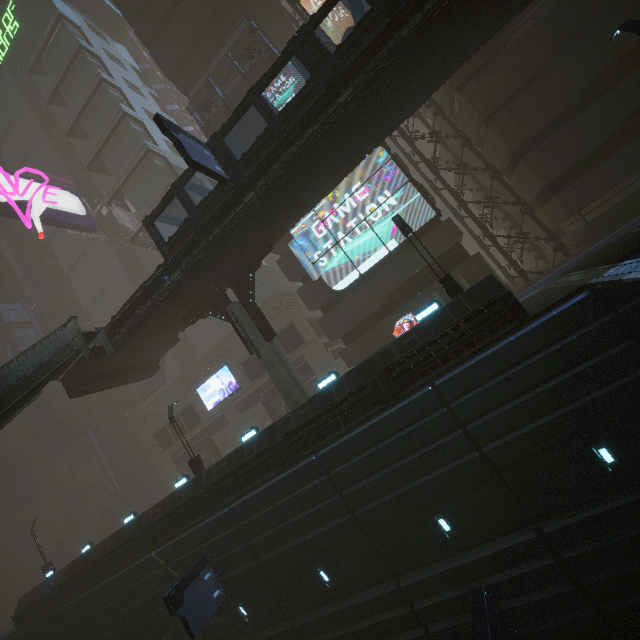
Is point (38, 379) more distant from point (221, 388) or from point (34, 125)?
point (34, 125)

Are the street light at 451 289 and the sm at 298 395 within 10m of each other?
yes

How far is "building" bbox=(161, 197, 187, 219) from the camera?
36.00m

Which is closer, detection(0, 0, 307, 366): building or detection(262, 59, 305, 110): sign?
detection(262, 59, 305, 110): sign

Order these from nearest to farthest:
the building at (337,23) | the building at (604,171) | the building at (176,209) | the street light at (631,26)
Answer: the street light at (631,26)
the building at (604,171)
the building at (337,23)
the building at (176,209)

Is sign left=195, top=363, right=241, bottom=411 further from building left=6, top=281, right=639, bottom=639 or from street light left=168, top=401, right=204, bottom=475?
street light left=168, top=401, right=204, bottom=475

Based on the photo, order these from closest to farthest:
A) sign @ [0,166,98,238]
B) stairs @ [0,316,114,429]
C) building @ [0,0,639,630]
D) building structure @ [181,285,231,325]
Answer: stairs @ [0,316,114,429], building @ [0,0,639,630], building structure @ [181,285,231,325], sign @ [0,166,98,238]
